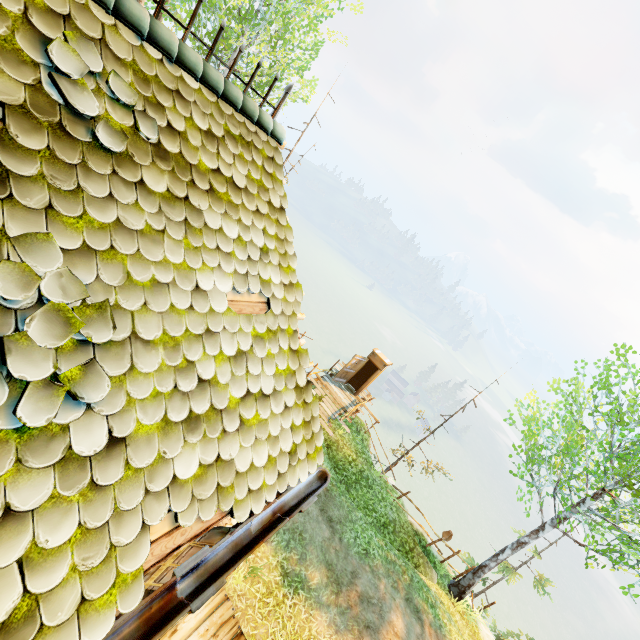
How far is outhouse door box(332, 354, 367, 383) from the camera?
17.1 meters

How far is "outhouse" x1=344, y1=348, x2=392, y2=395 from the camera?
17.3 meters

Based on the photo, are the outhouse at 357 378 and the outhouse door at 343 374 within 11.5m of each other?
yes

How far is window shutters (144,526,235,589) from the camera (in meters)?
3.06

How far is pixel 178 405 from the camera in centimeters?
227cm

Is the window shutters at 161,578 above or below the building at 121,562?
below

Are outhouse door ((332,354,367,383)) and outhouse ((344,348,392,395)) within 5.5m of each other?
yes

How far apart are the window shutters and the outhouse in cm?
1413
